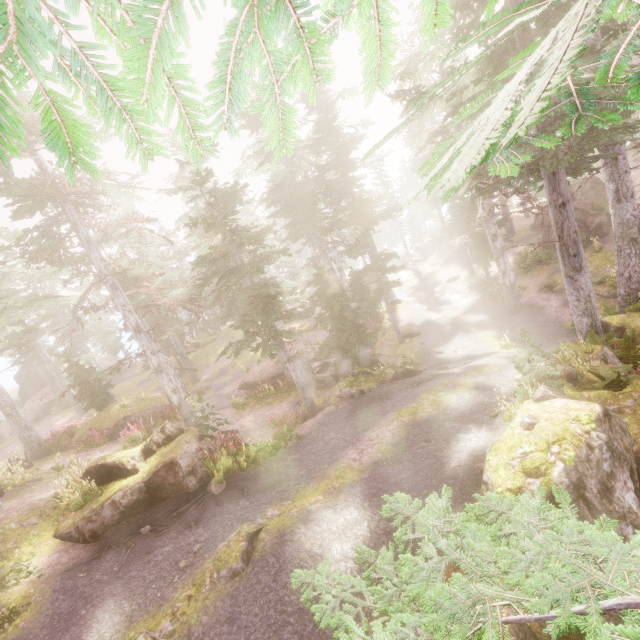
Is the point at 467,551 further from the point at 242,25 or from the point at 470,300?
Result: the point at 470,300

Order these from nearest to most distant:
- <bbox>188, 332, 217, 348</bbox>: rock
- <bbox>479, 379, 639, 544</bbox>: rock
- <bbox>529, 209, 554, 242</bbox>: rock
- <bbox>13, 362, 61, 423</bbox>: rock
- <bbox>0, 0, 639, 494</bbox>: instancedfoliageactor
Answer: <bbox>0, 0, 639, 494</bbox>: instancedfoliageactor → <bbox>479, 379, 639, 544</bbox>: rock → <bbox>529, 209, 554, 242</bbox>: rock → <bbox>13, 362, 61, 423</bbox>: rock → <bbox>188, 332, 217, 348</bbox>: rock

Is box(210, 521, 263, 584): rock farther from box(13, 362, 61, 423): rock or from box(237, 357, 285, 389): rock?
box(13, 362, 61, 423): rock

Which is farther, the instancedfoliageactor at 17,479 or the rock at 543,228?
the rock at 543,228

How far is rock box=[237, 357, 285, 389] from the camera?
23.5 meters

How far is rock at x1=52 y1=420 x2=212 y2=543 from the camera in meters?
9.9 m

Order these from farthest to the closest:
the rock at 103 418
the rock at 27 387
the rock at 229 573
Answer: the rock at 27 387 → the rock at 103 418 → the rock at 229 573

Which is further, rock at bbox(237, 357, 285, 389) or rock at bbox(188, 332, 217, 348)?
rock at bbox(188, 332, 217, 348)
